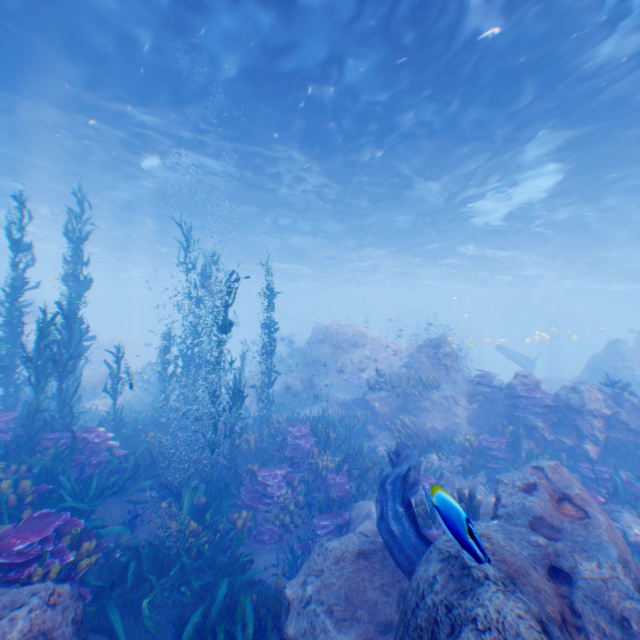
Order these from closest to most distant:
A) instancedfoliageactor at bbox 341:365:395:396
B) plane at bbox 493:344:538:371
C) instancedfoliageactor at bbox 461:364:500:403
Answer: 1. instancedfoliageactor at bbox 461:364:500:403
2. instancedfoliageactor at bbox 341:365:395:396
3. plane at bbox 493:344:538:371

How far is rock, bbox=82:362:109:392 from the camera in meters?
16.8

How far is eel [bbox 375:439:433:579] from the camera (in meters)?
4.92

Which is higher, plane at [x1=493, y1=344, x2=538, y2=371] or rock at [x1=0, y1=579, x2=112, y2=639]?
plane at [x1=493, y1=344, x2=538, y2=371]

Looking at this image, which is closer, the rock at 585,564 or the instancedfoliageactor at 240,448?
the rock at 585,564

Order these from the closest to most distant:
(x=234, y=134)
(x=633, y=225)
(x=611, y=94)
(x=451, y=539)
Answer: (x=451, y=539) → (x=611, y=94) → (x=234, y=134) → (x=633, y=225)

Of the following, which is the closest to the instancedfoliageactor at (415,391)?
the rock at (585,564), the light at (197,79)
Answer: the rock at (585,564)

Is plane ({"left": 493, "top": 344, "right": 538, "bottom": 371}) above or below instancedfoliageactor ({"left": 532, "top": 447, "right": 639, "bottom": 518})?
above
